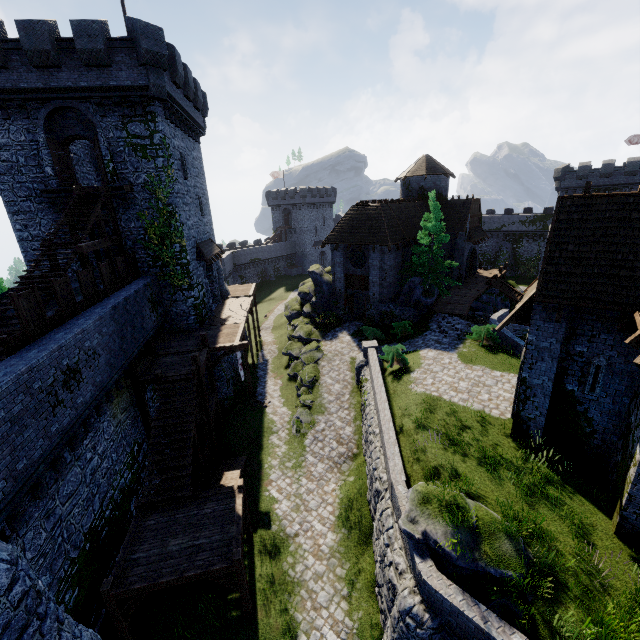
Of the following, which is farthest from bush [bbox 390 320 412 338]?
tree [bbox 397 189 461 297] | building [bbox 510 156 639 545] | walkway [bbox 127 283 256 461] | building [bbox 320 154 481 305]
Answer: walkway [bbox 127 283 256 461]

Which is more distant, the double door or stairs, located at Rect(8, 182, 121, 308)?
the double door

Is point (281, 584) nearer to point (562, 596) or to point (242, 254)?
point (562, 596)

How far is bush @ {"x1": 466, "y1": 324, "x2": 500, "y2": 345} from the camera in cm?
2088

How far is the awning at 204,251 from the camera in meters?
23.0

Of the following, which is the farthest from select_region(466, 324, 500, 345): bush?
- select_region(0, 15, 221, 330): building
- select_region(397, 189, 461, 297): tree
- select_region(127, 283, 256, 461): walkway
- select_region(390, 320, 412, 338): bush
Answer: select_region(0, 15, 221, 330): building

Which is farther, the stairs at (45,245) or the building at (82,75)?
the building at (82,75)

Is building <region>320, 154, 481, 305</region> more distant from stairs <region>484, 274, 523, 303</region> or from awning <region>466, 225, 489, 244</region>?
stairs <region>484, 274, 523, 303</region>
